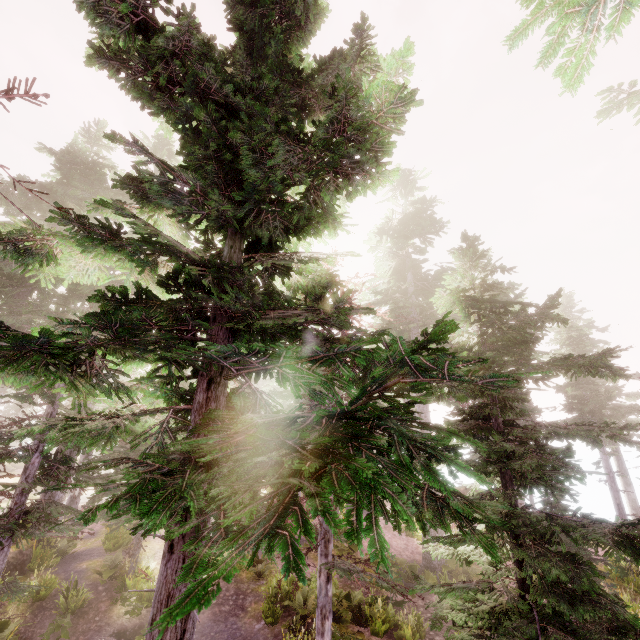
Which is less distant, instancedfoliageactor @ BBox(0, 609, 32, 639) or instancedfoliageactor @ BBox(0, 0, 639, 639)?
instancedfoliageactor @ BBox(0, 0, 639, 639)

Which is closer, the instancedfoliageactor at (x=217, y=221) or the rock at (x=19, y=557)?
the instancedfoliageactor at (x=217, y=221)

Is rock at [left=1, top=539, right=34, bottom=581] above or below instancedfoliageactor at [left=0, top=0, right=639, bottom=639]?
below

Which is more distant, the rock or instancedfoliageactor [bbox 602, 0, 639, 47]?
the rock

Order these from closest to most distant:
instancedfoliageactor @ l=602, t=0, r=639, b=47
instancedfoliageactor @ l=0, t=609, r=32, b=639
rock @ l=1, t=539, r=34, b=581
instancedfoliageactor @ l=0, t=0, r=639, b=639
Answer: instancedfoliageactor @ l=0, t=0, r=639, b=639
instancedfoliageactor @ l=602, t=0, r=639, b=47
instancedfoliageactor @ l=0, t=609, r=32, b=639
rock @ l=1, t=539, r=34, b=581

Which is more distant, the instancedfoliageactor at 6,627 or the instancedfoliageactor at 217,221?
the instancedfoliageactor at 6,627

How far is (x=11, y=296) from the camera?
17.05m
